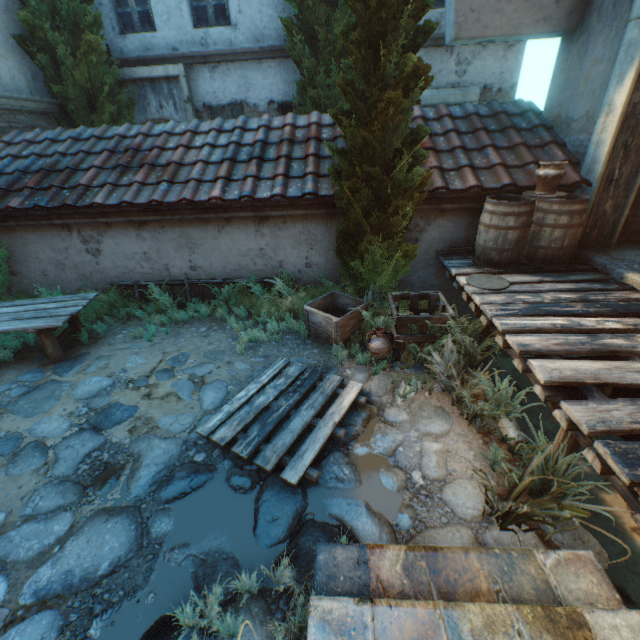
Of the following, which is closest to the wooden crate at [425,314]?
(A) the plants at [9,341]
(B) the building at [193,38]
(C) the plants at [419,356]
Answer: (C) the plants at [419,356]

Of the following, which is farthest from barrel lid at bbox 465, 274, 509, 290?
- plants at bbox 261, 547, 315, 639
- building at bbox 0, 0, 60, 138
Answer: building at bbox 0, 0, 60, 138

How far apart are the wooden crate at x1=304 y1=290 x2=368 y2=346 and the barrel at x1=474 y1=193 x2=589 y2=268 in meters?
1.9 m

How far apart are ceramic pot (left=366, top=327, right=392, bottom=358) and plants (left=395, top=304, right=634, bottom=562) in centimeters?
15cm

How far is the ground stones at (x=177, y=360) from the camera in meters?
4.8

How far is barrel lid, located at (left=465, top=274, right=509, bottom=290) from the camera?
4.3 meters

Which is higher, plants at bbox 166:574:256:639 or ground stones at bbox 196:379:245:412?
plants at bbox 166:574:256:639

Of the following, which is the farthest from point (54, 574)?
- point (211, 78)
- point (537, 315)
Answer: point (211, 78)
